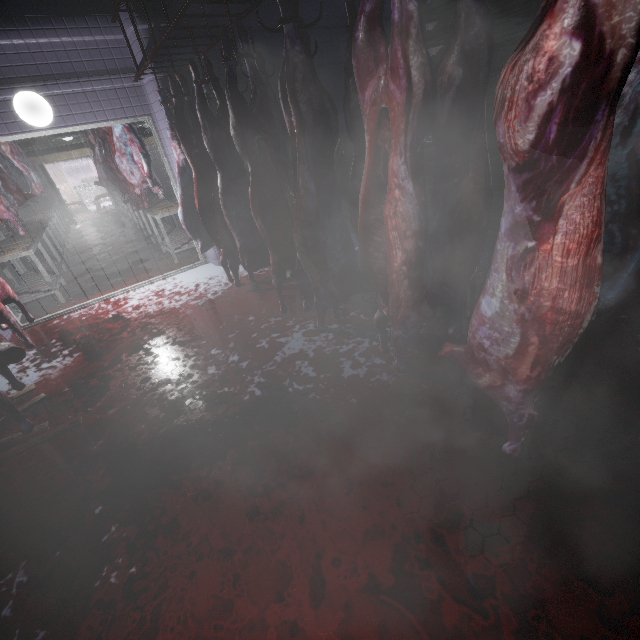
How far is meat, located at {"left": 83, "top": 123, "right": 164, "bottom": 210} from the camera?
4.3 meters

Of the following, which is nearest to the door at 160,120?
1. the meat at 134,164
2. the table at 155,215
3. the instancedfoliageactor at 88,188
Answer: the table at 155,215

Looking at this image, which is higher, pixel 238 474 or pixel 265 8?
pixel 265 8

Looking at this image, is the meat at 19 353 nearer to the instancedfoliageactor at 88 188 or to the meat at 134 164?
the meat at 134 164

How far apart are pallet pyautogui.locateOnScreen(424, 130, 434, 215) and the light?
3.85m

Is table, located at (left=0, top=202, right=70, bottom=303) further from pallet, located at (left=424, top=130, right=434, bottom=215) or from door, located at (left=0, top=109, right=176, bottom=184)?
pallet, located at (left=424, top=130, right=434, bottom=215)

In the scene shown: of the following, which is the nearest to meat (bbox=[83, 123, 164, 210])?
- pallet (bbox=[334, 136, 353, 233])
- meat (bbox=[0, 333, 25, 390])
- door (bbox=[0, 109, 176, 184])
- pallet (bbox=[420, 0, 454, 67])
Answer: door (bbox=[0, 109, 176, 184])

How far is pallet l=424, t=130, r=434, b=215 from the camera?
3.73m
